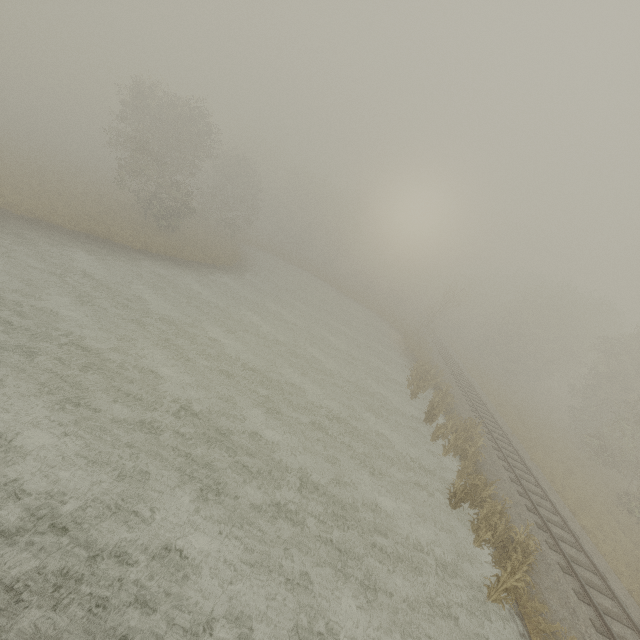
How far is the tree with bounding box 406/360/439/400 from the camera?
22.8m

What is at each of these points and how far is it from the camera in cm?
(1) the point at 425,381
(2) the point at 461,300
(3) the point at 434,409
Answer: (1) tree, 2391
(2) tree, 3866
(3) tree, 1994

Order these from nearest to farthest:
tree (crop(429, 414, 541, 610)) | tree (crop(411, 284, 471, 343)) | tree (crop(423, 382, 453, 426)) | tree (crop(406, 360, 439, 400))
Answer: tree (crop(429, 414, 541, 610)), tree (crop(423, 382, 453, 426)), tree (crop(406, 360, 439, 400)), tree (crop(411, 284, 471, 343))

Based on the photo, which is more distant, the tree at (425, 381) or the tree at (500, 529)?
the tree at (425, 381)

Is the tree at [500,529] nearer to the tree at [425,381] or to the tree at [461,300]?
the tree at [425,381]

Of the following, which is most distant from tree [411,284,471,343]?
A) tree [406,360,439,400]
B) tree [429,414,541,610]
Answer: tree [429,414,541,610]

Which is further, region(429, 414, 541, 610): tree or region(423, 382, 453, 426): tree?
region(423, 382, 453, 426): tree

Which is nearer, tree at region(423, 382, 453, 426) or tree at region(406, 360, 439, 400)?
tree at region(423, 382, 453, 426)
